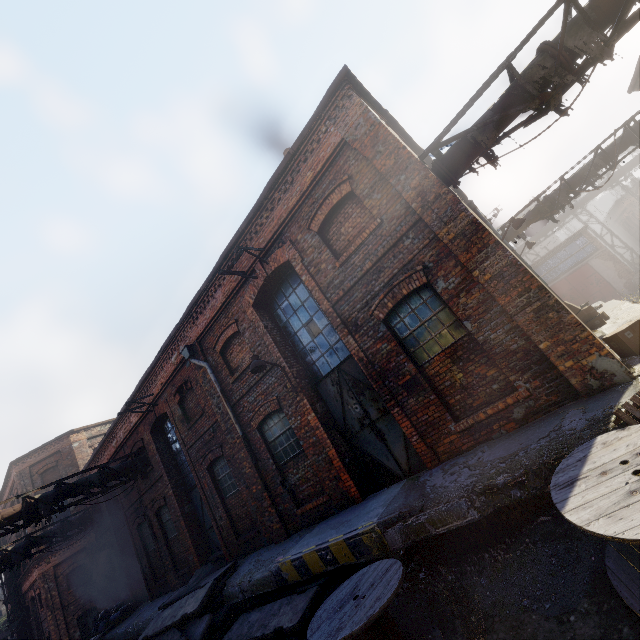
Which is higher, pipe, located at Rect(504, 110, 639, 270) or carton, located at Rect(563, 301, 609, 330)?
pipe, located at Rect(504, 110, 639, 270)

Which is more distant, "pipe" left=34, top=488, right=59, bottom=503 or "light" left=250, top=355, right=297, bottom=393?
"pipe" left=34, top=488, right=59, bottom=503

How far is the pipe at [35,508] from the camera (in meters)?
10.91

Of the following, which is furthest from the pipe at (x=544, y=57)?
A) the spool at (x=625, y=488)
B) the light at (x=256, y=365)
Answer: the light at (x=256, y=365)

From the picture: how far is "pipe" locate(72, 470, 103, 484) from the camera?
12.3 meters

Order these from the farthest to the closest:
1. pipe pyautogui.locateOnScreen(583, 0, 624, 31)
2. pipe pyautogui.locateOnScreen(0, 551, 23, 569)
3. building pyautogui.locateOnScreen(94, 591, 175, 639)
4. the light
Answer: pipe pyautogui.locateOnScreen(0, 551, 23, 569), building pyautogui.locateOnScreen(94, 591, 175, 639), the light, pipe pyautogui.locateOnScreen(583, 0, 624, 31)

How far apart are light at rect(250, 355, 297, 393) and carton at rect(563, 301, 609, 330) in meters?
9.1

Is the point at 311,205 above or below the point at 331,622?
above
